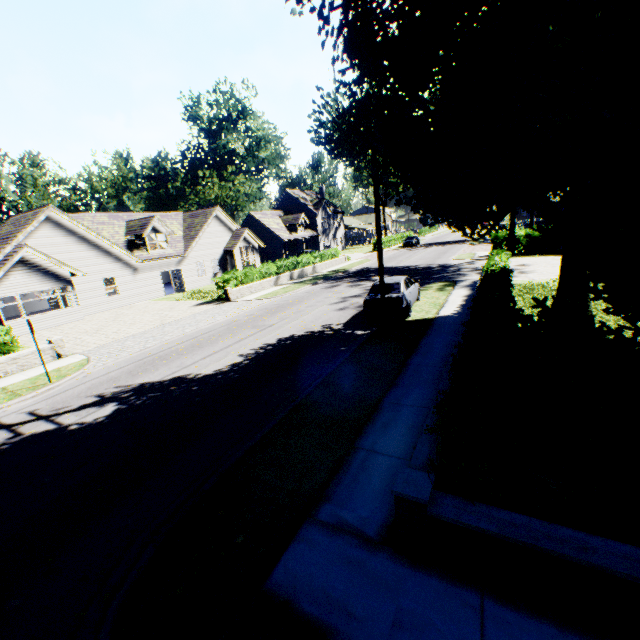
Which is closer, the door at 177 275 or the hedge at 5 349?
the hedge at 5 349

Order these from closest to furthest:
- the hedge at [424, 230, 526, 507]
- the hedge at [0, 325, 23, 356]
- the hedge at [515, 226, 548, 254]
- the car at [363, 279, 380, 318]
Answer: the hedge at [424, 230, 526, 507], the hedge at [0, 325, 23, 356], the car at [363, 279, 380, 318], the hedge at [515, 226, 548, 254]

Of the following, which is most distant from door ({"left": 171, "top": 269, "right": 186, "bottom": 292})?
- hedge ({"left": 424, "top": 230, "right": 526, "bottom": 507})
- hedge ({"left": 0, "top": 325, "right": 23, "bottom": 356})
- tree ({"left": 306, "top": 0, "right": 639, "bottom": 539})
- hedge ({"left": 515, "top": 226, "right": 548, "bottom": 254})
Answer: hedge ({"left": 424, "top": 230, "right": 526, "bottom": 507})

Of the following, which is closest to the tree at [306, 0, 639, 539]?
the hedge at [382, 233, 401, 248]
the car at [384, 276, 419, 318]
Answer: the hedge at [382, 233, 401, 248]

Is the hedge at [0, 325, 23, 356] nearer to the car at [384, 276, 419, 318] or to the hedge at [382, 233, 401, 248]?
the car at [384, 276, 419, 318]

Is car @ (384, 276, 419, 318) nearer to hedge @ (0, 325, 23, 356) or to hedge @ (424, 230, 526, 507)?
hedge @ (424, 230, 526, 507)

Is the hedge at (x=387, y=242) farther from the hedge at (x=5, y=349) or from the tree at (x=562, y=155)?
the hedge at (x=5, y=349)

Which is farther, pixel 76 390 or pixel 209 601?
pixel 76 390
